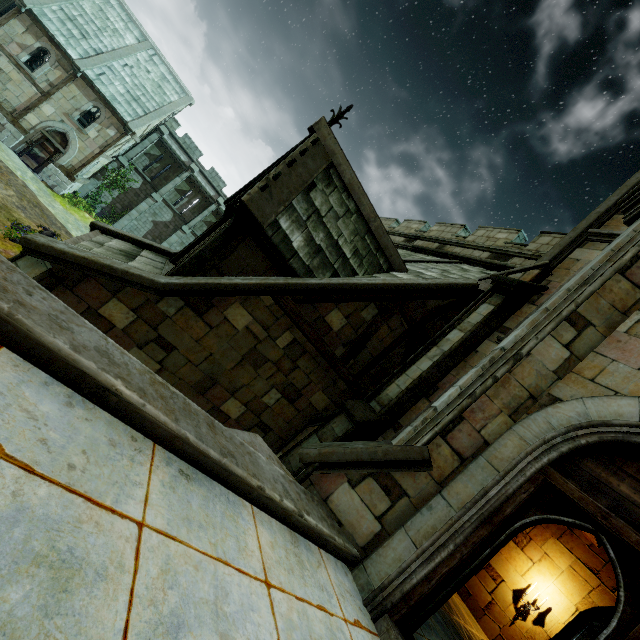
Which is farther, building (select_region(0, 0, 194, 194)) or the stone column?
building (select_region(0, 0, 194, 194))

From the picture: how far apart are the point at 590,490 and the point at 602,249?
7.0 meters

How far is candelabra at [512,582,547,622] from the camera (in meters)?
7.98

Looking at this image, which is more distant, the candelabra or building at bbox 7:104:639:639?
the candelabra

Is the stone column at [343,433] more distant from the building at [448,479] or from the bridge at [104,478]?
the bridge at [104,478]

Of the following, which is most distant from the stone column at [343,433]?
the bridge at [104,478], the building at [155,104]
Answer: the bridge at [104,478]

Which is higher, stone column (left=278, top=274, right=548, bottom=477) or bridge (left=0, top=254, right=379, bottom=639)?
stone column (left=278, top=274, right=548, bottom=477)

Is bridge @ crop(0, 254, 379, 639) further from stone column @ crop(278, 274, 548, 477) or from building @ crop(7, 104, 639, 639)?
stone column @ crop(278, 274, 548, 477)
